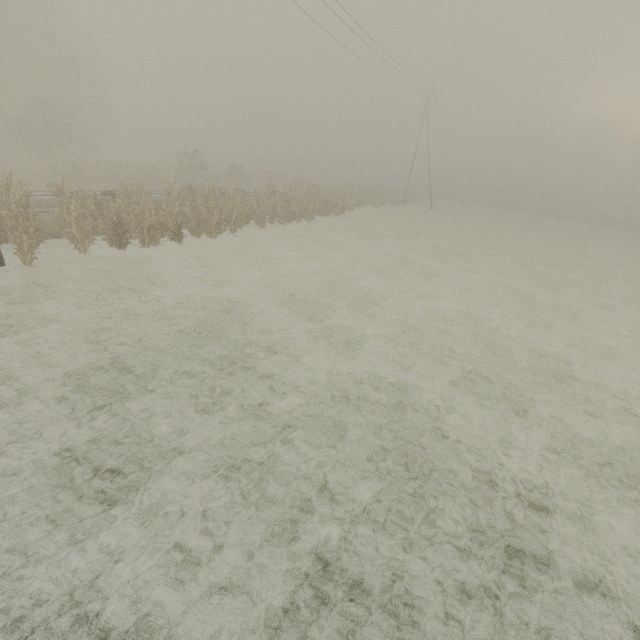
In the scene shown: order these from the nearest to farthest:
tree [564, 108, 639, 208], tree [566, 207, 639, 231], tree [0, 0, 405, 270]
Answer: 1. tree [0, 0, 405, 270]
2. tree [566, 207, 639, 231]
3. tree [564, 108, 639, 208]

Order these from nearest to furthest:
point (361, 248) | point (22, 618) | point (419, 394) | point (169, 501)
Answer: point (22, 618), point (169, 501), point (419, 394), point (361, 248)

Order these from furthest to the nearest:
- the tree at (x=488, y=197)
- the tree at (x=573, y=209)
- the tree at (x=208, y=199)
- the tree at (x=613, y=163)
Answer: the tree at (x=613, y=163), the tree at (x=488, y=197), the tree at (x=573, y=209), the tree at (x=208, y=199)

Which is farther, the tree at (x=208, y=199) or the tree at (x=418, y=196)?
the tree at (x=418, y=196)

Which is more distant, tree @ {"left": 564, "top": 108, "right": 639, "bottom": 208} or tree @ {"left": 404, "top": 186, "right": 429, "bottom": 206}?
tree @ {"left": 564, "top": 108, "right": 639, "bottom": 208}

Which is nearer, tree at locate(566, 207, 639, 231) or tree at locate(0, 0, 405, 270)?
tree at locate(0, 0, 405, 270)

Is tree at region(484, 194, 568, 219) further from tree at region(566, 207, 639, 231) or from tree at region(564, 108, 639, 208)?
tree at region(564, 108, 639, 208)
